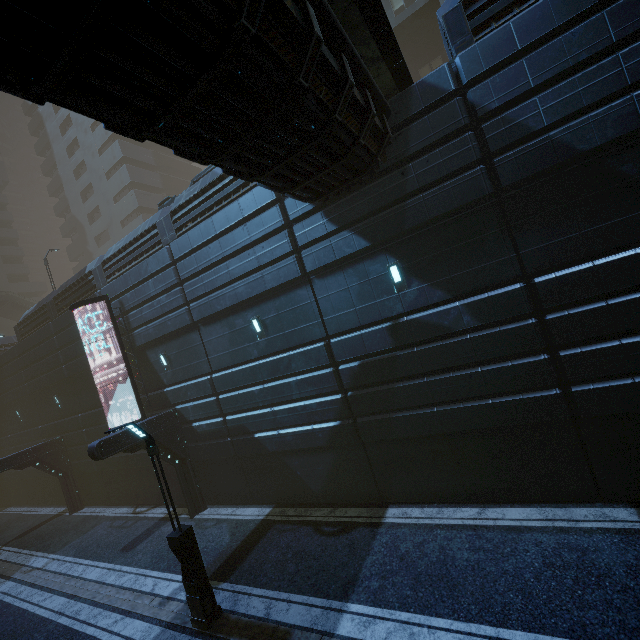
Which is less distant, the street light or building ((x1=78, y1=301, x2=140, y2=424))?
the street light

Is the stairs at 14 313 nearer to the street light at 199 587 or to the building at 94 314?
Answer: the building at 94 314

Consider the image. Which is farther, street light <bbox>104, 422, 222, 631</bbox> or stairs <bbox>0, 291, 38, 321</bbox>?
stairs <bbox>0, 291, 38, 321</bbox>

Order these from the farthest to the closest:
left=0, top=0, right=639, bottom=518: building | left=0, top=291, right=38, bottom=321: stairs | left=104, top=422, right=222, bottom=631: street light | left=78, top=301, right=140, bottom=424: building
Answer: left=0, top=291, right=38, bottom=321: stairs → left=78, top=301, right=140, bottom=424: building → left=104, top=422, right=222, bottom=631: street light → left=0, top=0, right=639, bottom=518: building

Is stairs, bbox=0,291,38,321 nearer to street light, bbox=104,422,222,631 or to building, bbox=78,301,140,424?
building, bbox=78,301,140,424

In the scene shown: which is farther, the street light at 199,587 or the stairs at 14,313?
the stairs at 14,313

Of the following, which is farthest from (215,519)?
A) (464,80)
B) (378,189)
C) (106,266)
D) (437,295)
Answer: Answer: (464,80)

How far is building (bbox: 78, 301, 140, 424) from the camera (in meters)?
16.83
